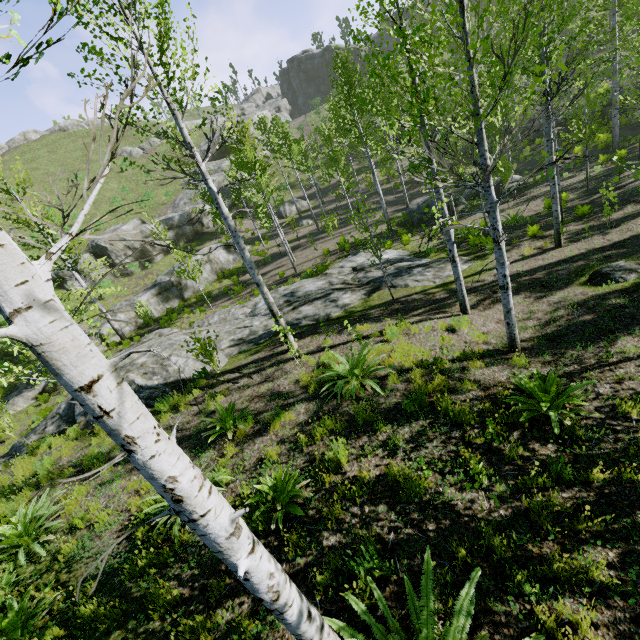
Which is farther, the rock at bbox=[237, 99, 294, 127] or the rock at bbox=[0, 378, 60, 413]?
the rock at bbox=[237, 99, 294, 127]

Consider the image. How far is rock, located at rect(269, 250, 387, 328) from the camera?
12.2 meters

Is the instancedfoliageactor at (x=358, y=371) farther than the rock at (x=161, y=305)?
No

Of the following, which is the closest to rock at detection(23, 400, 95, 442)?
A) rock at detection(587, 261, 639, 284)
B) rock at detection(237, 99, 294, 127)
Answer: rock at detection(587, 261, 639, 284)

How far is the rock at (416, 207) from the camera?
20.72m

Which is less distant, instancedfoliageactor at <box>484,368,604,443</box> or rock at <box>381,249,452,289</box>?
instancedfoliageactor at <box>484,368,604,443</box>

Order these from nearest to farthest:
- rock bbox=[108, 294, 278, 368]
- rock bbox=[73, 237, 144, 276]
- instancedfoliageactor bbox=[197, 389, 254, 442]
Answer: instancedfoliageactor bbox=[197, 389, 254, 442] < rock bbox=[108, 294, 278, 368] < rock bbox=[73, 237, 144, 276]

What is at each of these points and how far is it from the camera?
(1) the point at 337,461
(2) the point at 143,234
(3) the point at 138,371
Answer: (1) instancedfoliageactor, 5.1m
(2) rock, 30.9m
(3) rock, 10.7m
